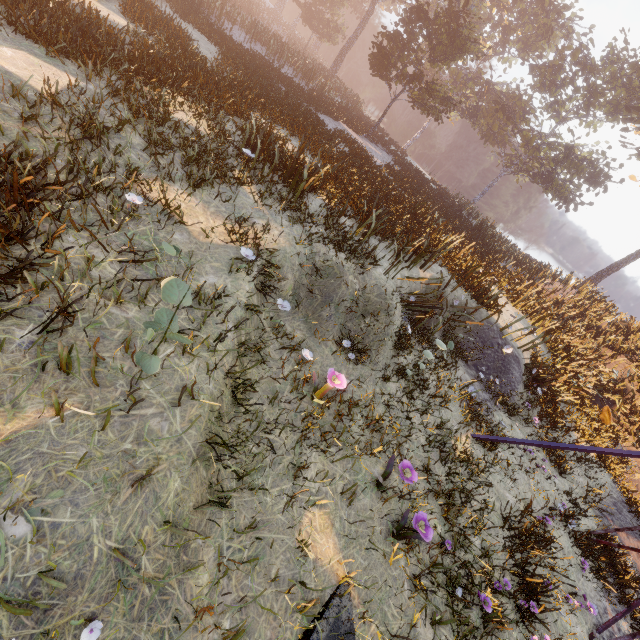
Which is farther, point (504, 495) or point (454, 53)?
point (454, 53)
